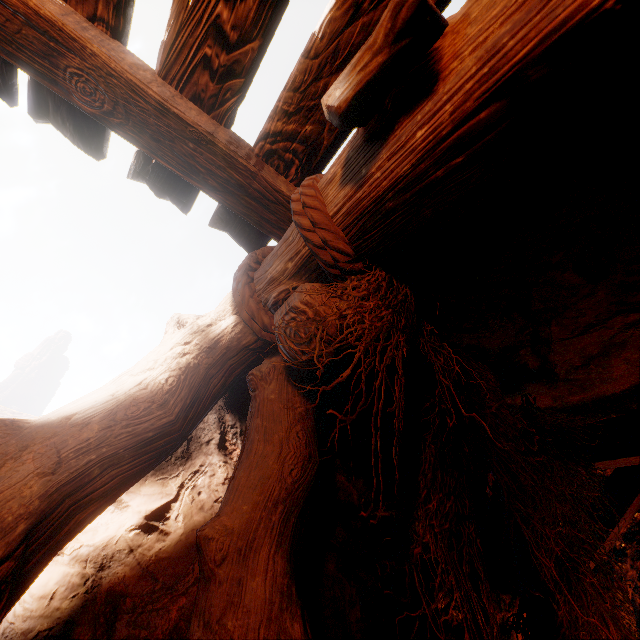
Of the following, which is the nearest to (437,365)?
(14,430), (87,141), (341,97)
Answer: (341,97)
